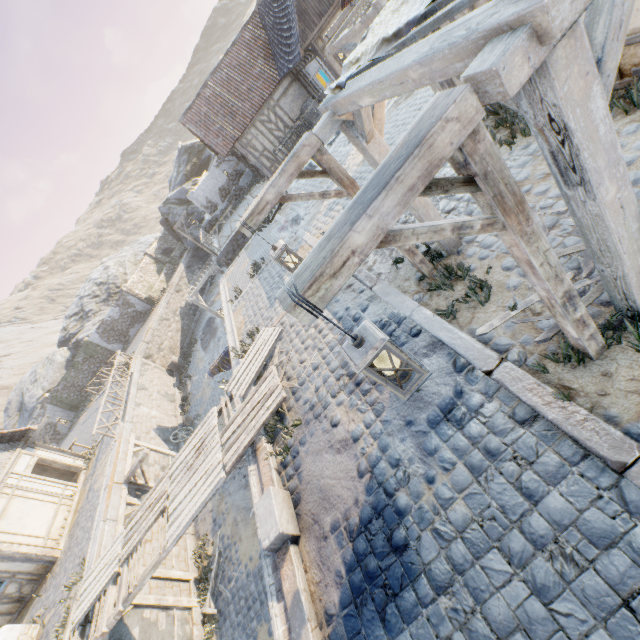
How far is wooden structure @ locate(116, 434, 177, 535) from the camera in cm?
1152

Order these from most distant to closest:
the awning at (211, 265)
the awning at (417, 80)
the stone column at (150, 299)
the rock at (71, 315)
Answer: the rock at (71, 315)
the stone column at (150, 299)
the awning at (211, 265)
the awning at (417, 80)

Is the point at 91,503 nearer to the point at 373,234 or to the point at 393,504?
the point at 393,504

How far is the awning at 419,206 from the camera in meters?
4.8

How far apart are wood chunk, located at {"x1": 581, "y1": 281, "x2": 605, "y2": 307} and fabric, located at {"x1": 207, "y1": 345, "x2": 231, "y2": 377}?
8.9m

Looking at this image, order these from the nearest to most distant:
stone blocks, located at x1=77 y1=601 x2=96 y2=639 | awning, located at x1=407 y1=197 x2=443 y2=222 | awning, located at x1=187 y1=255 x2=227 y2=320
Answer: awning, located at x1=407 y1=197 x2=443 y2=222, stone blocks, located at x1=77 y1=601 x2=96 y2=639, awning, located at x1=187 y1=255 x2=227 y2=320

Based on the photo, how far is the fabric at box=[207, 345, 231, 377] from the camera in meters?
11.5 m

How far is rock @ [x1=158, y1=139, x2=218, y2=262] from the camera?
33.28m
